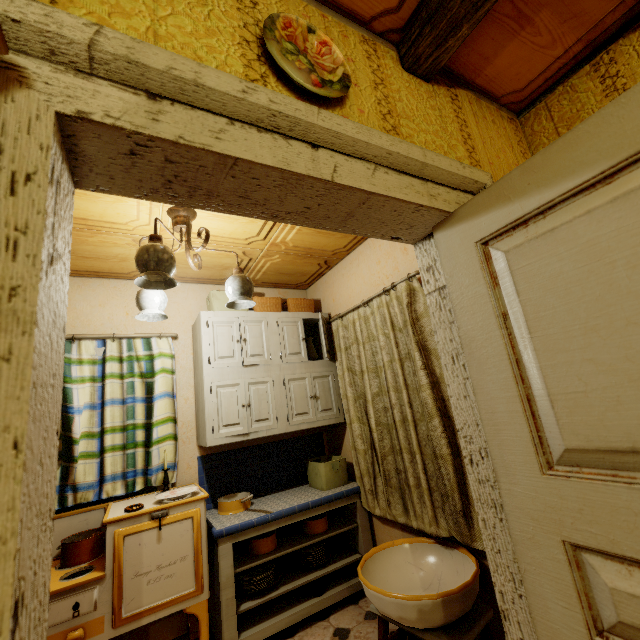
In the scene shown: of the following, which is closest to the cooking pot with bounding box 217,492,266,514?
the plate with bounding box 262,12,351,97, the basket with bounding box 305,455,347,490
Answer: the basket with bounding box 305,455,347,490

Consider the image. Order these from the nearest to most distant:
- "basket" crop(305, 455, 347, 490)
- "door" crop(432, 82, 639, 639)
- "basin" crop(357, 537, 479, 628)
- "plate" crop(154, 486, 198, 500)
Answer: "door" crop(432, 82, 639, 639), "basin" crop(357, 537, 479, 628), "plate" crop(154, 486, 198, 500), "basket" crop(305, 455, 347, 490)

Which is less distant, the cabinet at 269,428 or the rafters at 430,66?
the rafters at 430,66

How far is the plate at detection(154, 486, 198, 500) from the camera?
2.21m

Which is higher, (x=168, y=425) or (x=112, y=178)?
(x=112, y=178)

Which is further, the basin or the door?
the basin

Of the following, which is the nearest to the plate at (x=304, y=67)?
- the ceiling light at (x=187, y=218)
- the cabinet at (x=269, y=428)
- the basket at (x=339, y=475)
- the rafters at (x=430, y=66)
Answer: the rafters at (x=430, y=66)

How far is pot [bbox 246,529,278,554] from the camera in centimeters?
245cm
